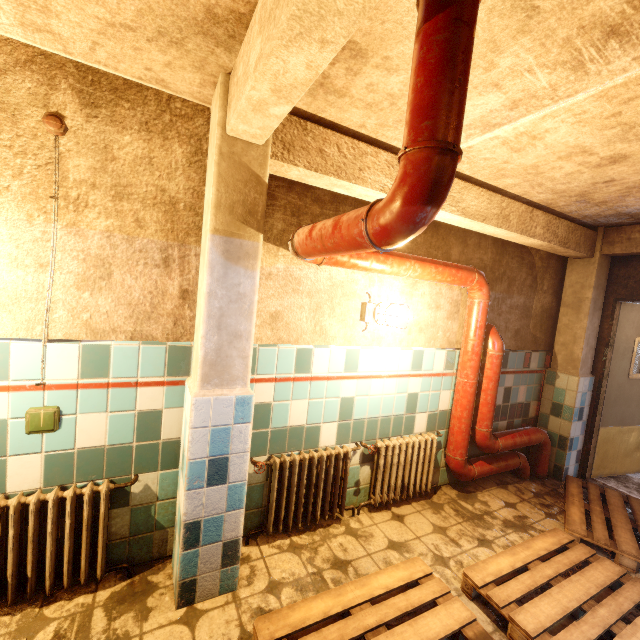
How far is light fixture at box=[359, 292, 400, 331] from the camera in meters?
2.6 m

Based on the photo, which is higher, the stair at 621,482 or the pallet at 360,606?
the pallet at 360,606

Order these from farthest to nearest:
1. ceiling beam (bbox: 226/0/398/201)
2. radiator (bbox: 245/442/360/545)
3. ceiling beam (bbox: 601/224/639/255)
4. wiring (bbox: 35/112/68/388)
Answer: ceiling beam (bbox: 601/224/639/255) < radiator (bbox: 245/442/360/545) < wiring (bbox: 35/112/68/388) < ceiling beam (bbox: 226/0/398/201)

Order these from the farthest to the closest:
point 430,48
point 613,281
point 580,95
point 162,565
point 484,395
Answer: point 613,281 → point 484,395 → point 162,565 → point 580,95 → point 430,48

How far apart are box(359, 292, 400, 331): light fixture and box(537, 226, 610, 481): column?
2.61m

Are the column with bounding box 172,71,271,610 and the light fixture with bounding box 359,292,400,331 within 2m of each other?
yes

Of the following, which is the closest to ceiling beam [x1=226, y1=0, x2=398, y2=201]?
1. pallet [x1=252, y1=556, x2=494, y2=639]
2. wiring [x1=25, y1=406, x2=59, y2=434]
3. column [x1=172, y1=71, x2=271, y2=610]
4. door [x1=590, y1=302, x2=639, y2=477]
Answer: column [x1=172, y1=71, x2=271, y2=610]

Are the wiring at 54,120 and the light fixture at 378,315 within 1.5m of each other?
no
